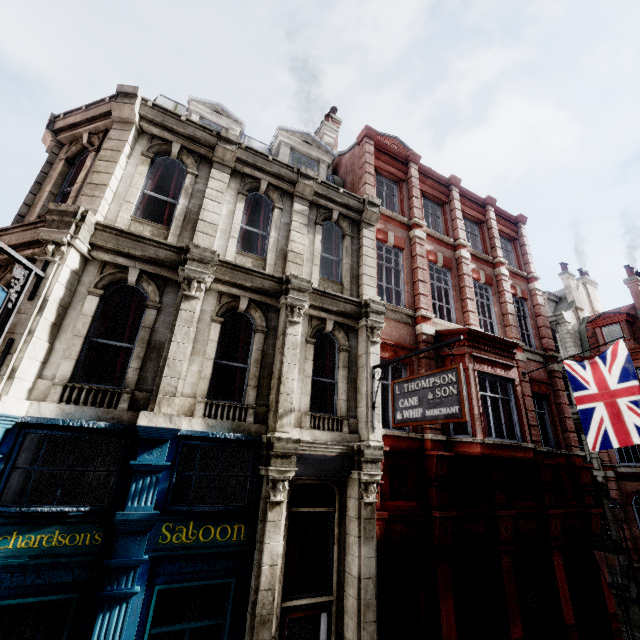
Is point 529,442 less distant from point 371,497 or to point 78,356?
point 371,497

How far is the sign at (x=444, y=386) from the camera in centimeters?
612cm

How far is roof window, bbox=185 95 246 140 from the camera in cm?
1055

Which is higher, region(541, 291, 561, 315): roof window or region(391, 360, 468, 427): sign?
region(541, 291, 561, 315): roof window

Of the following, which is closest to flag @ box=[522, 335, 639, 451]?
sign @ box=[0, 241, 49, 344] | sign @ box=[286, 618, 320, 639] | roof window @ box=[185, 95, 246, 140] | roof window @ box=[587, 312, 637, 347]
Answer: sign @ box=[0, 241, 49, 344]

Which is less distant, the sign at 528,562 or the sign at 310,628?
the sign at 310,628

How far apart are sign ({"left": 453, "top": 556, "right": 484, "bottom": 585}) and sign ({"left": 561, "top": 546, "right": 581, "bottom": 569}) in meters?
3.8

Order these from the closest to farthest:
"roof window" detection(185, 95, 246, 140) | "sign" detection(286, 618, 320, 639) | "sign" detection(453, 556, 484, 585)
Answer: "sign" detection(286, 618, 320, 639), "sign" detection(453, 556, 484, 585), "roof window" detection(185, 95, 246, 140)
